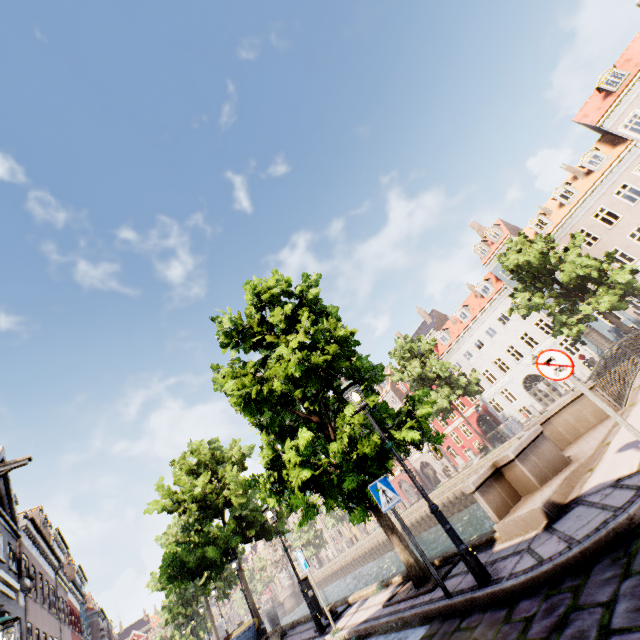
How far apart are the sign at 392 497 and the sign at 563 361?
3.32m

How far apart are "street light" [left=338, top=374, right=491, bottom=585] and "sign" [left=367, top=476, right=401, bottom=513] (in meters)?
0.59

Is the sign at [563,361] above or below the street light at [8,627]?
below

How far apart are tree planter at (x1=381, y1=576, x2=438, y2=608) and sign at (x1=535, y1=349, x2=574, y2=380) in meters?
4.0

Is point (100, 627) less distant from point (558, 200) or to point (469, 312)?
point (469, 312)

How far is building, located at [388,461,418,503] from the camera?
47.39m

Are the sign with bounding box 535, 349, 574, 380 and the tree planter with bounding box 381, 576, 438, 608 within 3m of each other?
no

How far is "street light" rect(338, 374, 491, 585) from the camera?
4.7m
